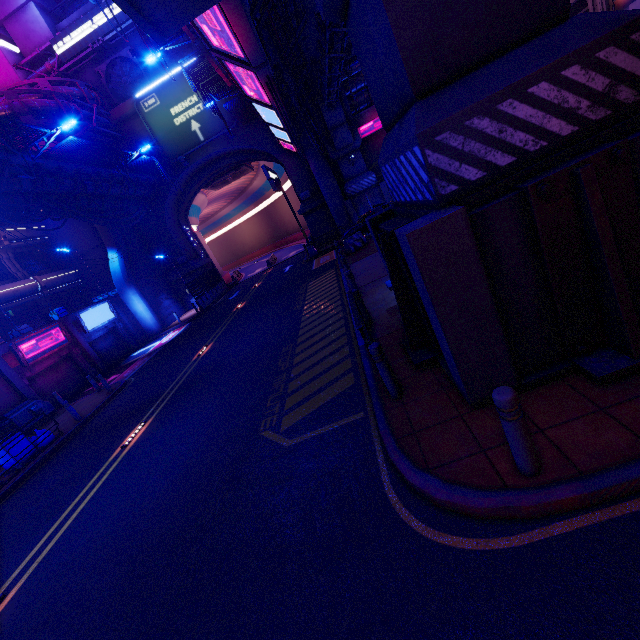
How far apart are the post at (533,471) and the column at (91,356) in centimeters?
2704cm

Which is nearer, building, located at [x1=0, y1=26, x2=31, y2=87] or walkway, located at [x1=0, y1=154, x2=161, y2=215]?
walkway, located at [x1=0, y1=154, x2=161, y2=215]

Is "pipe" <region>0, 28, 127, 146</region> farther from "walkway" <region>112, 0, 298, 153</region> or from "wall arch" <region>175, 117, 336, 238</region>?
"walkway" <region>112, 0, 298, 153</region>

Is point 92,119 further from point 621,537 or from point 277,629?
point 621,537

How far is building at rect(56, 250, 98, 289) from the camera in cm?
3152

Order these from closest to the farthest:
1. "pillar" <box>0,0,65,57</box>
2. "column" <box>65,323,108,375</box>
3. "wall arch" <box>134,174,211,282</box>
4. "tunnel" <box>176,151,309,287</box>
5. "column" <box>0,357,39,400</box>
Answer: "column" <box>0,357,39,400</box> → "column" <box>65,323,108,375</box> → "pillar" <box>0,0,65,57</box> → "wall arch" <box>134,174,211,282</box> → "tunnel" <box>176,151,309,287</box>

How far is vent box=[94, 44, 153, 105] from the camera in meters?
29.2 m

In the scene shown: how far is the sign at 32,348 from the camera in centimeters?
1862cm
